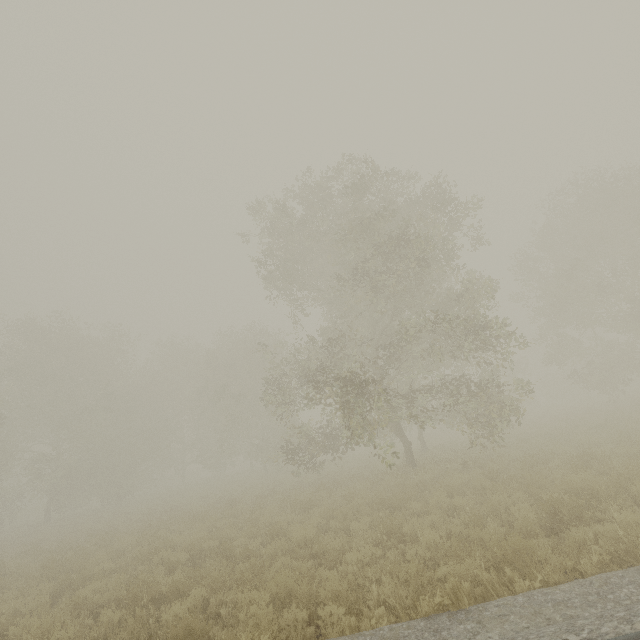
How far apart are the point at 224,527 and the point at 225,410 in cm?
1639
